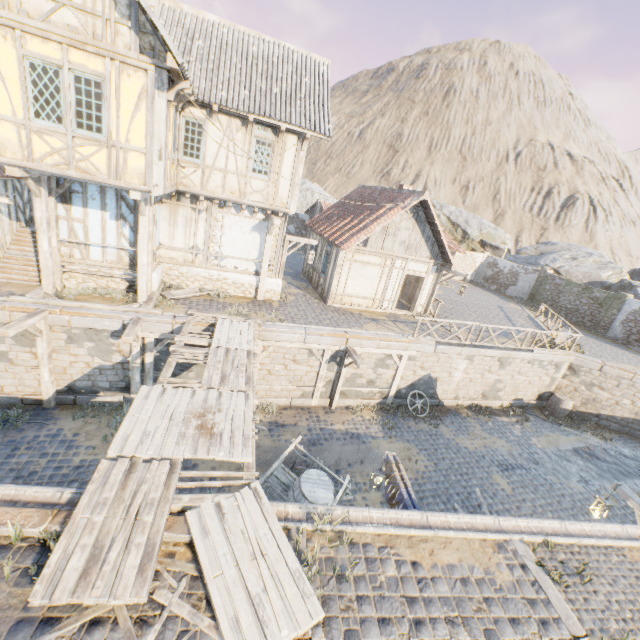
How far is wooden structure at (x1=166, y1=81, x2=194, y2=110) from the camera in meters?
8.4

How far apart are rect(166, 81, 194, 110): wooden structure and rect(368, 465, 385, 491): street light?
11.2 meters

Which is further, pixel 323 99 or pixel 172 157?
pixel 323 99

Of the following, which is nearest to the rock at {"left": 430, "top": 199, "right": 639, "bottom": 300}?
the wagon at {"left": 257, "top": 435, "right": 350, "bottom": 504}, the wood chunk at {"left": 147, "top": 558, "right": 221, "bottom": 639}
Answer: the wood chunk at {"left": 147, "top": 558, "right": 221, "bottom": 639}

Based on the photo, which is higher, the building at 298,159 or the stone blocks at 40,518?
the building at 298,159

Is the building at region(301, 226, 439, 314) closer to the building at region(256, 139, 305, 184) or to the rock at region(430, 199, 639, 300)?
the building at region(256, 139, 305, 184)

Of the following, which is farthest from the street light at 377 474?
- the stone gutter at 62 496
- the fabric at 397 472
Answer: the stone gutter at 62 496

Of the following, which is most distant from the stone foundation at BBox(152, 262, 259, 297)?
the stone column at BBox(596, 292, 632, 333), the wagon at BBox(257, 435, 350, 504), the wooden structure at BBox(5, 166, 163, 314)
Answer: the stone column at BBox(596, 292, 632, 333)
